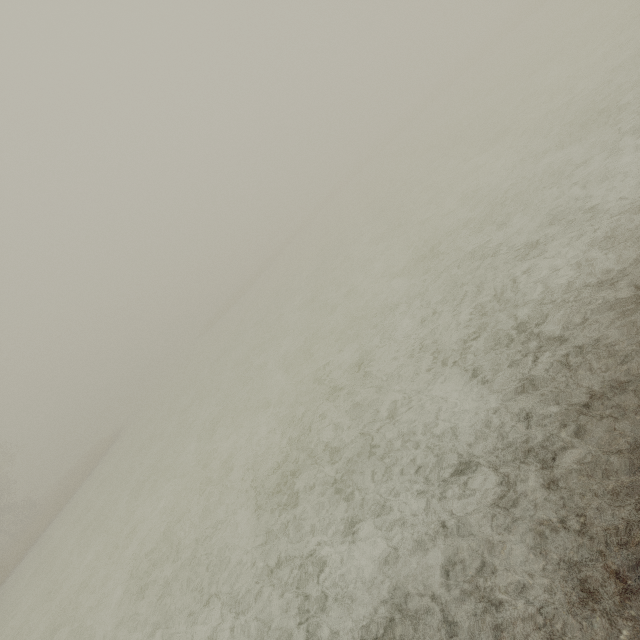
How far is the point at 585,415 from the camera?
3.5m
